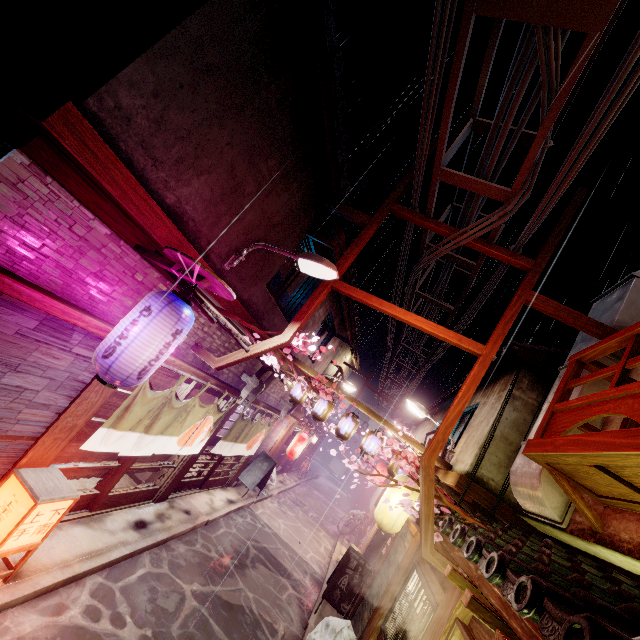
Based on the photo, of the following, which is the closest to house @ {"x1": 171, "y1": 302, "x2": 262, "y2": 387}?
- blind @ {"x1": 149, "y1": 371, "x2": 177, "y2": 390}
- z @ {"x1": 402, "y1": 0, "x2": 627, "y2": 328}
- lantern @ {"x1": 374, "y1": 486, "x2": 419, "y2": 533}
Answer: blind @ {"x1": 149, "y1": 371, "x2": 177, "y2": 390}

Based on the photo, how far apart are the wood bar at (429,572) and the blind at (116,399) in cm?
929

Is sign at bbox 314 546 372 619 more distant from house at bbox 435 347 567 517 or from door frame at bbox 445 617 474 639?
door frame at bbox 445 617 474 639

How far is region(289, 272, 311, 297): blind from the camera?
14.9 meters

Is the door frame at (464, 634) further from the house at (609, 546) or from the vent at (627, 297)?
the vent at (627, 297)

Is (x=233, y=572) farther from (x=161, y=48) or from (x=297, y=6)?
(x=297, y=6)

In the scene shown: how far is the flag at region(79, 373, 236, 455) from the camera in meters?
8.5

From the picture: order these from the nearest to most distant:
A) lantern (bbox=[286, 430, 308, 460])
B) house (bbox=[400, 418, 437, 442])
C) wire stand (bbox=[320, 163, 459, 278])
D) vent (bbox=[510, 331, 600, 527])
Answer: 1. vent (bbox=[510, 331, 600, 527])
2. wire stand (bbox=[320, 163, 459, 278])
3. lantern (bbox=[286, 430, 308, 460])
4. house (bbox=[400, 418, 437, 442])
